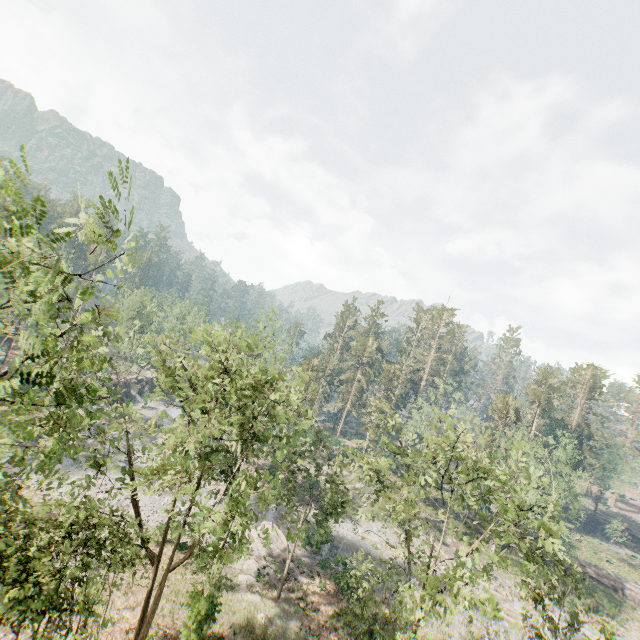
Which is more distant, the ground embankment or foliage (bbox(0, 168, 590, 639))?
the ground embankment

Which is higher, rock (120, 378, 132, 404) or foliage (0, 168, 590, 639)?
foliage (0, 168, 590, 639)

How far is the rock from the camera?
53.2 meters

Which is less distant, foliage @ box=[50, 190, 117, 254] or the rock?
foliage @ box=[50, 190, 117, 254]

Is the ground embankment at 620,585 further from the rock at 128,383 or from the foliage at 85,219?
the rock at 128,383

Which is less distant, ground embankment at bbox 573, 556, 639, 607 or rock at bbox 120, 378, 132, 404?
ground embankment at bbox 573, 556, 639, 607

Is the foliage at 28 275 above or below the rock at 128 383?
above

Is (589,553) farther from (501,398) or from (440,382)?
(440,382)
